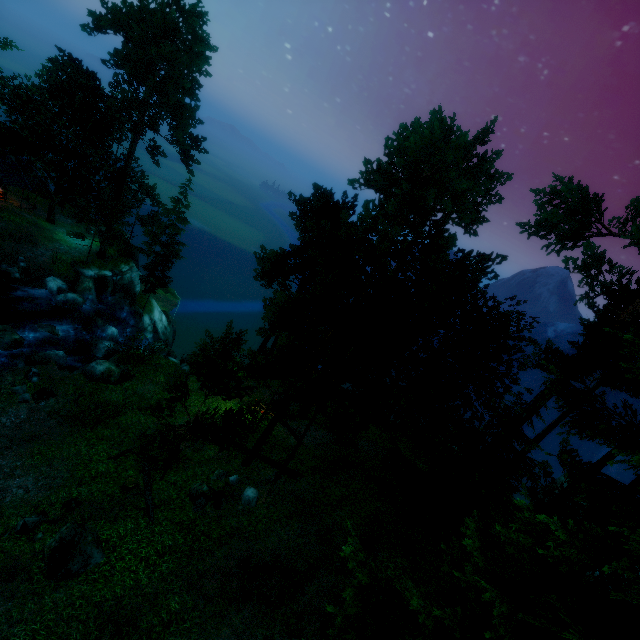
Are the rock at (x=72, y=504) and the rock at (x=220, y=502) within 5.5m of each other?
yes

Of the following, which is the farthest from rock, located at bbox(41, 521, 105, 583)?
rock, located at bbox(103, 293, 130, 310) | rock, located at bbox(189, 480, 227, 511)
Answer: rock, located at bbox(103, 293, 130, 310)

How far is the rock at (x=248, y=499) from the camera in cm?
1496

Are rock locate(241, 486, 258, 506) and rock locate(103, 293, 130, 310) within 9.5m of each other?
no

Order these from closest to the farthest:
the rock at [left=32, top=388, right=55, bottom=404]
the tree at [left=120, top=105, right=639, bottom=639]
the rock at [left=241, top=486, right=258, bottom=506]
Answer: the tree at [left=120, top=105, right=639, bottom=639] < the rock at [left=241, top=486, right=258, bottom=506] < the rock at [left=32, top=388, right=55, bottom=404]

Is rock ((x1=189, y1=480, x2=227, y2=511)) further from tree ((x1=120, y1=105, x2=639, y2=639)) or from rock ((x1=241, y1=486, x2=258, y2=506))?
tree ((x1=120, y1=105, x2=639, y2=639))

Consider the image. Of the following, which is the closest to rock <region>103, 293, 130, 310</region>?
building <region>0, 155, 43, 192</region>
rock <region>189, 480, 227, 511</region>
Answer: building <region>0, 155, 43, 192</region>

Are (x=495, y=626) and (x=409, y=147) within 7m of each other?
no
